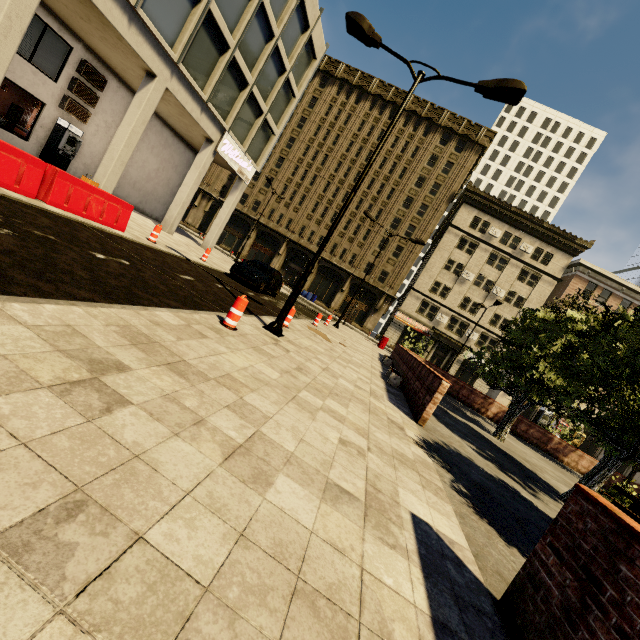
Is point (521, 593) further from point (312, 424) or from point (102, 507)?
point (102, 507)

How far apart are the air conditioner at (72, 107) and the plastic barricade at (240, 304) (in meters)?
16.60

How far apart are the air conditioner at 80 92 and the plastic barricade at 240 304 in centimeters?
1674cm

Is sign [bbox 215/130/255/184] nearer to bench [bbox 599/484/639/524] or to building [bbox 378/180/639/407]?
building [bbox 378/180/639/407]

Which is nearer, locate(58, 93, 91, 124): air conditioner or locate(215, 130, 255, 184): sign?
locate(58, 93, 91, 124): air conditioner

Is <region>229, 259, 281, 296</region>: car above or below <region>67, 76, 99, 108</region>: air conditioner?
below

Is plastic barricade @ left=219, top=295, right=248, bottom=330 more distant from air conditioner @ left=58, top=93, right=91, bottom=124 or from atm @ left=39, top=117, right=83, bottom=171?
air conditioner @ left=58, top=93, right=91, bottom=124

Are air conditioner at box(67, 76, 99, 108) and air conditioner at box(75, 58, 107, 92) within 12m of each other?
yes
